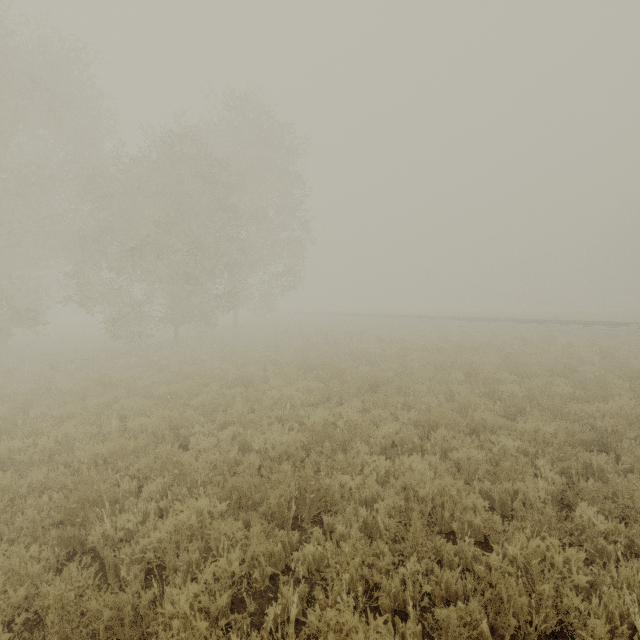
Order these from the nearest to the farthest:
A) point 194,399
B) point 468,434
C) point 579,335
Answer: point 468,434, point 194,399, point 579,335
